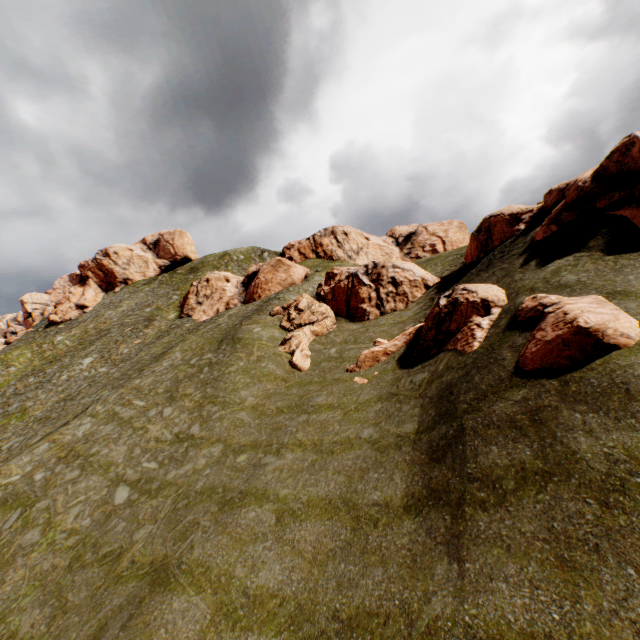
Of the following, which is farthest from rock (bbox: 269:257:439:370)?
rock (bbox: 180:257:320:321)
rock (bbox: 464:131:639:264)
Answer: rock (bbox: 180:257:320:321)

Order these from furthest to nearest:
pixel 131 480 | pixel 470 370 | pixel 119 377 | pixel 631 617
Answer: pixel 119 377 → pixel 131 480 → pixel 470 370 → pixel 631 617

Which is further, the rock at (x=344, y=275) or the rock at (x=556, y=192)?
the rock at (x=344, y=275)

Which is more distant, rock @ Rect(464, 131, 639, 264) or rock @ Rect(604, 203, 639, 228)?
rock @ Rect(464, 131, 639, 264)

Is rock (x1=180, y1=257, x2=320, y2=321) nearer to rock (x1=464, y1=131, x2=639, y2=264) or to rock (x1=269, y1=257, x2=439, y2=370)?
rock (x1=269, y1=257, x2=439, y2=370)

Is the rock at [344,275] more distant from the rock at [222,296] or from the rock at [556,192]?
the rock at [222,296]
